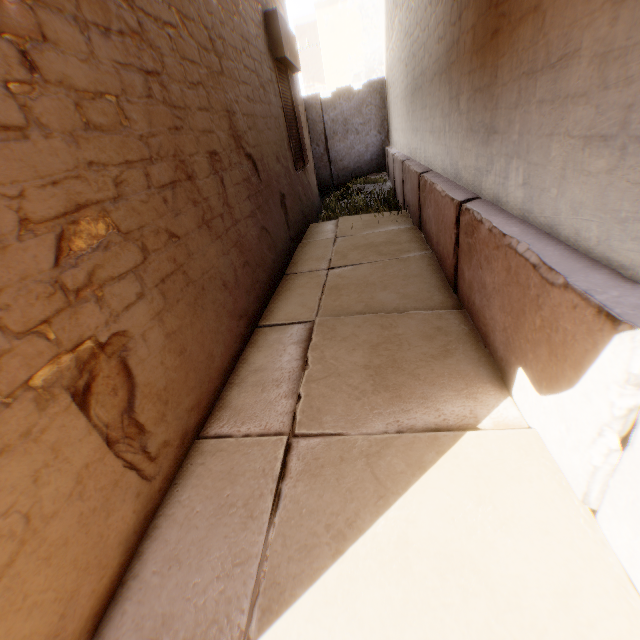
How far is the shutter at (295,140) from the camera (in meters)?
5.16

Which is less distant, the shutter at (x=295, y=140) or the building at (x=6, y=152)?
the building at (x=6, y=152)

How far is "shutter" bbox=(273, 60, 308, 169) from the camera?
5.16m

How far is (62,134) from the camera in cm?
130

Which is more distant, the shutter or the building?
the shutter
